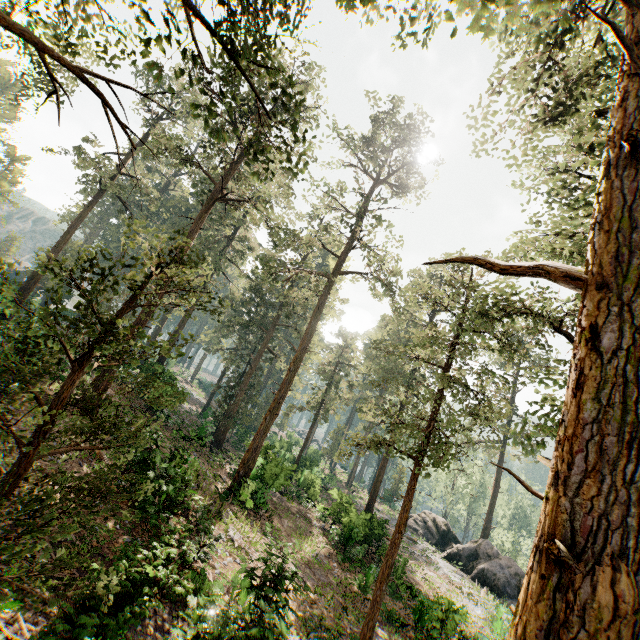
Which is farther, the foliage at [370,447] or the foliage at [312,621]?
the foliage at [312,621]

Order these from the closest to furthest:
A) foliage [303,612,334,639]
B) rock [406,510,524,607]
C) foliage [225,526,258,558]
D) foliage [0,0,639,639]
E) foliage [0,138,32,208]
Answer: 1. foliage [0,0,639,639]
2. foliage [303,612,334,639]
3. foliage [225,526,258,558]
4. rock [406,510,524,607]
5. foliage [0,138,32,208]

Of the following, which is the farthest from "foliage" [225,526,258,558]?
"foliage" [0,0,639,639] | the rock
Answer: the rock

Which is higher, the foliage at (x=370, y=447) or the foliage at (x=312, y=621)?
the foliage at (x=370, y=447)

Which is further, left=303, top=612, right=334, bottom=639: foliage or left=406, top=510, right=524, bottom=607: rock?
left=406, top=510, right=524, bottom=607: rock

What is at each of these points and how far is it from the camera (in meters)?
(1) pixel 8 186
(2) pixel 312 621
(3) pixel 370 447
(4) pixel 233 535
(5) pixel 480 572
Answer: (1) foliage, 46.09
(2) foliage, 9.17
(3) foliage, 14.95
(4) foliage, 15.27
(5) rock, 30.12

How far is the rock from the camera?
28.80m

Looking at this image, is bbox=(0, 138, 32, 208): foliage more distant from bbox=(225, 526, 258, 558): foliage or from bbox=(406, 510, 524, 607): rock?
bbox=(225, 526, 258, 558): foliage
